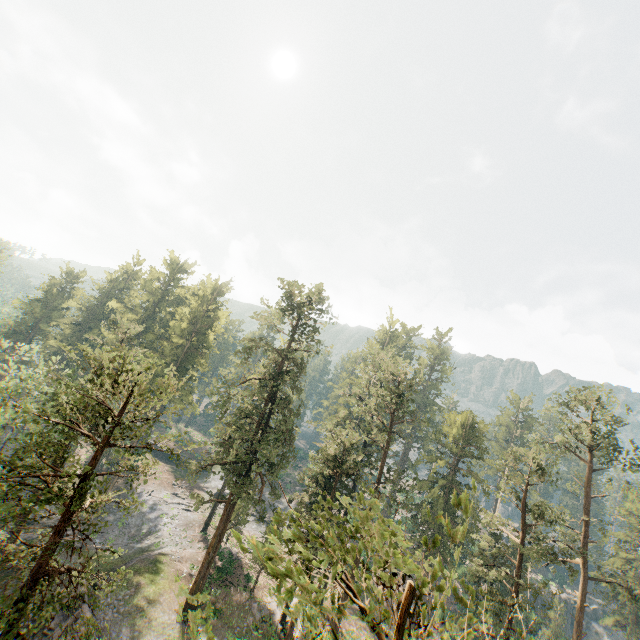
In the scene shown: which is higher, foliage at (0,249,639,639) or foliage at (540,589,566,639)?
foliage at (0,249,639,639)

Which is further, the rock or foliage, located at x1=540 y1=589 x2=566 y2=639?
foliage, located at x1=540 y1=589 x2=566 y2=639

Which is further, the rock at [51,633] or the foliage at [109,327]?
the rock at [51,633]

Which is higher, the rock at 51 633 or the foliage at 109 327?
the foliage at 109 327

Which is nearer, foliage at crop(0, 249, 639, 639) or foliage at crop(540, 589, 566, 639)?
foliage at crop(0, 249, 639, 639)

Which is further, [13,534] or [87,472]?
[13,534]

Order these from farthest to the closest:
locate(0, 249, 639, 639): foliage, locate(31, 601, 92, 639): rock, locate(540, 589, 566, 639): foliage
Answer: locate(540, 589, 566, 639): foliage
locate(31, 601, 92, 639): rock
locate(0, 249, 639, 639): foliage
